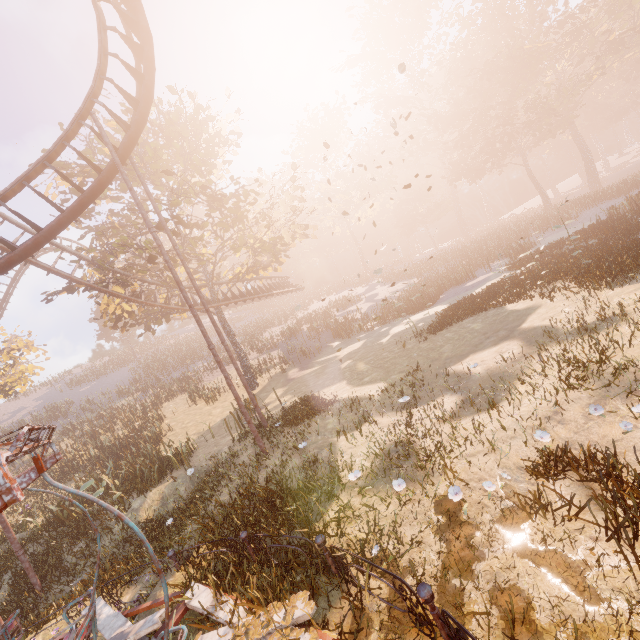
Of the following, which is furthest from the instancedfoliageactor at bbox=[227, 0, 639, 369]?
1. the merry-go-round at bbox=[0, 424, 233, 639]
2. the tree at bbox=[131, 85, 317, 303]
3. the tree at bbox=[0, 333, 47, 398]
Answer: the tree at bbox=[0, 333, 47, 398]

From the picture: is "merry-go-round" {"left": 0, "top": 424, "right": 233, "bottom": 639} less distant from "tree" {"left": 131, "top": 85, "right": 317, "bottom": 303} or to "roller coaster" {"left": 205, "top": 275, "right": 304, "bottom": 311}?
"roller coaster" {"left": 205, "top": 275, "right": 304, "bottom": 311}

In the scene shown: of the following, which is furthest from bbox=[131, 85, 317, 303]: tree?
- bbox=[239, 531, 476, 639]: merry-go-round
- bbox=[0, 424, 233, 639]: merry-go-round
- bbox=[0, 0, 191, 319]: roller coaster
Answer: bbox=[239, 531, 476, 639]: merry-go-round

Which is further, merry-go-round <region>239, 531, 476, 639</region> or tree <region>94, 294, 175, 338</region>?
tree <region>94, 294, 175, 338</region>

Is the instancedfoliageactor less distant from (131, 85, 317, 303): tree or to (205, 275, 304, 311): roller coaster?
(131, 85, 317, 303): tree

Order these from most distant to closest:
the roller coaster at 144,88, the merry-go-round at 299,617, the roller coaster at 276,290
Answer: the roller coaster at 276,290 → the roller coaster at 144,88 → the merry-go-round at 299,617

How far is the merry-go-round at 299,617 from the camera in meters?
3.7

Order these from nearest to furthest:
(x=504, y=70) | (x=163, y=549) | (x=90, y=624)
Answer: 1. (x=90, y=624)
2. (x=163, y=549)
3. (x=504, y=70)
